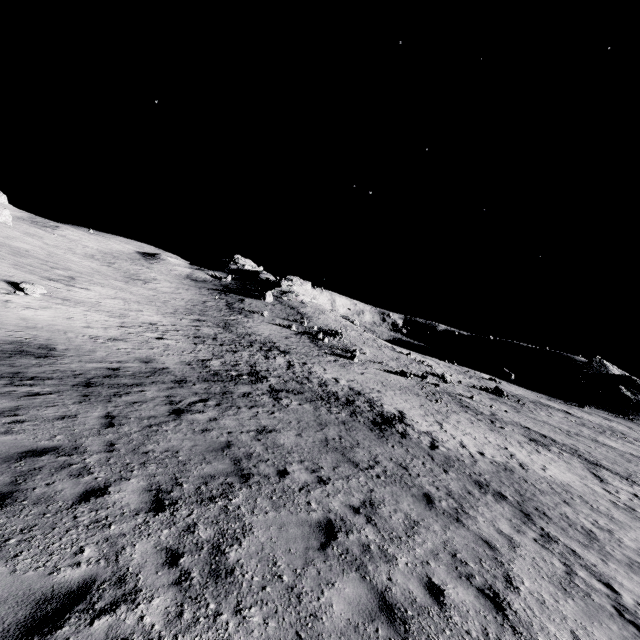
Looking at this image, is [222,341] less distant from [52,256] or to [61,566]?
[61,566]
